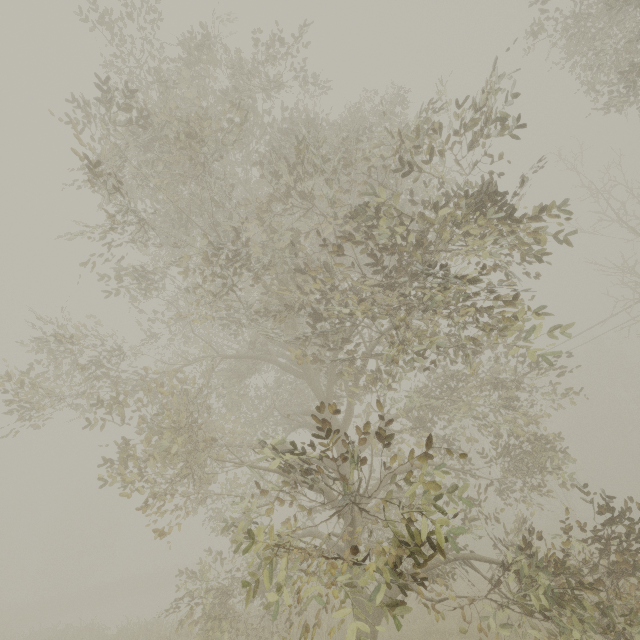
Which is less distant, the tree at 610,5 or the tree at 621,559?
the tree at 621,559

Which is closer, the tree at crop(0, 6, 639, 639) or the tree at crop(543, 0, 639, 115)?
the tree at crop(0, 6, 639, 639)

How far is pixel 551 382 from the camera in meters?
8.7
